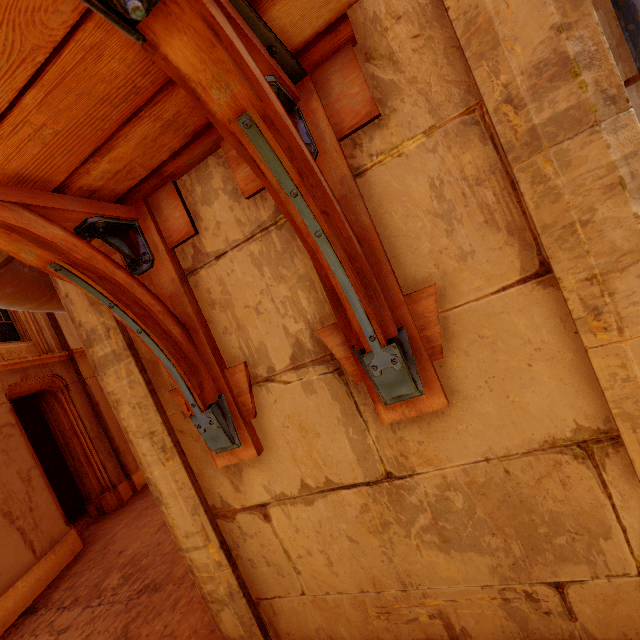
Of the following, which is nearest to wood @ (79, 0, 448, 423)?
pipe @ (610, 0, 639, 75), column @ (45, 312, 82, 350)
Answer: pipe @ (610, 0, 639, 75)

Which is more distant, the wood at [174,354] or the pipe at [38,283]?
the pipe at [38,283]

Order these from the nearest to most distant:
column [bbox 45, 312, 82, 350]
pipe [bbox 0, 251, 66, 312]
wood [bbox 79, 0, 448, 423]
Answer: wood [bbox 79, 0, 448, 423] → pipe [bbox 0, 251, 66, 312] → column [bbox 45, 312, 82, 350]

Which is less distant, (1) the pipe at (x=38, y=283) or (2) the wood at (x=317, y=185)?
(2) the wood at (x=317, y=185)

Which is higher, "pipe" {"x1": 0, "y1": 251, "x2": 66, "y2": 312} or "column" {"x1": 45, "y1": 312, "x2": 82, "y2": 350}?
"column" {"x1": 45, "y1": 312, "x2": 82, "y2": 350}

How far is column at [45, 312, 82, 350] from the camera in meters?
9.3

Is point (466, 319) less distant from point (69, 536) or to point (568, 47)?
point (568, 47)

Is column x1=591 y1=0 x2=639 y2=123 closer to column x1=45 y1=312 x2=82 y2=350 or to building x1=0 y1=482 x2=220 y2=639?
building x1=0 y1=482 x2=220 y2=639
